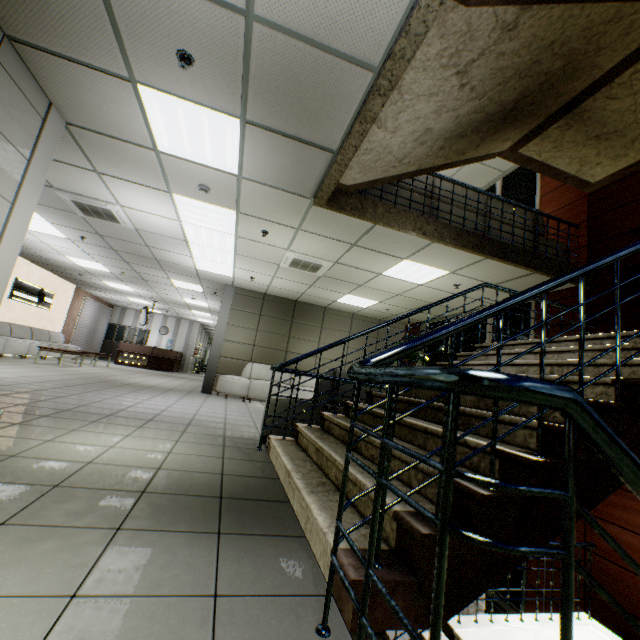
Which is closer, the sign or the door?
the door

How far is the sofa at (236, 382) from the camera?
8.71m

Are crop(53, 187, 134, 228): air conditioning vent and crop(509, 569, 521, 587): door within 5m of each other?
no

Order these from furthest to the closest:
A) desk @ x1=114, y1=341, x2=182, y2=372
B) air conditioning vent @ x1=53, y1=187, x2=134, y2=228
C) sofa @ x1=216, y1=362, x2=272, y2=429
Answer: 1. desk @ x1=114, y1=341, x2=182, y2=372
2. sofa @ x1=216, y1=362, x2=272, y2=429
3. air conditioning vent @ x1=53, y1=187, x2=134, y2=228

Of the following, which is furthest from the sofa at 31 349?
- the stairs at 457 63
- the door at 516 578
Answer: the door at 516 578

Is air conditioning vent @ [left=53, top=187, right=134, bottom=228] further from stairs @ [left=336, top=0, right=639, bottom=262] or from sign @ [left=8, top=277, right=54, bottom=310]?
sign @ [left=8, top=277, right=54, bottom=310]

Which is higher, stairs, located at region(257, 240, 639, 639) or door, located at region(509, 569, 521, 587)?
stairs, located at region(257, 240, 639, 639)

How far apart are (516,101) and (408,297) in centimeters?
478cm
